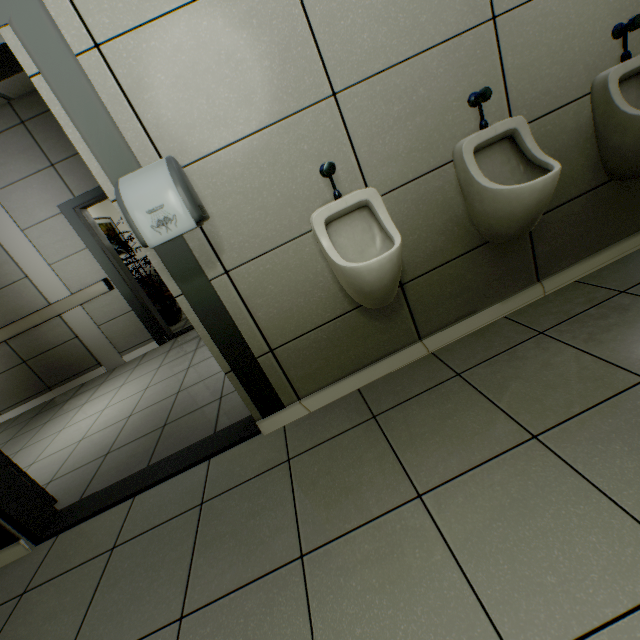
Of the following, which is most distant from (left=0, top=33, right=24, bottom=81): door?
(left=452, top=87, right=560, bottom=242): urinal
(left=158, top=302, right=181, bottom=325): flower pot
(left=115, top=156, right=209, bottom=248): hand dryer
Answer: (left=158, top=302, right=181, bottom=325): flower pot

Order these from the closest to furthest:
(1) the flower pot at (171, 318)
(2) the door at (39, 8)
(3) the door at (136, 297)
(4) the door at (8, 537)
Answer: (2) the door at (39, 8) → (4) the door at (8, 537) → (3) the door at (136, 297) → (1) the flower pot at (171, 318)

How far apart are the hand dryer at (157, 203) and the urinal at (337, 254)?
0.5m

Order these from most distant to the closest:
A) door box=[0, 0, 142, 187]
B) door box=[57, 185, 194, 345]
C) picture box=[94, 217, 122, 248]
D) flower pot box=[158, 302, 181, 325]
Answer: picture box=[94, 217, 122, 248]
flower pot box=[158, 302, 181, 325]
door box=[57, 185, 194, 345]
door box=[0, 0, 142, 187]

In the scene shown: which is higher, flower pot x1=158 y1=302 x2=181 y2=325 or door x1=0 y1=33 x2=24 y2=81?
door x1=0 y1=33 x2=24 y2=81

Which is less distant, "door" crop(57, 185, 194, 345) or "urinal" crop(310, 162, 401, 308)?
"urinal" crop(310, 162, 401, 308)

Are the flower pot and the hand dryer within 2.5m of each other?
no

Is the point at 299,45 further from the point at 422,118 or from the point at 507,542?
the point at 507,542
